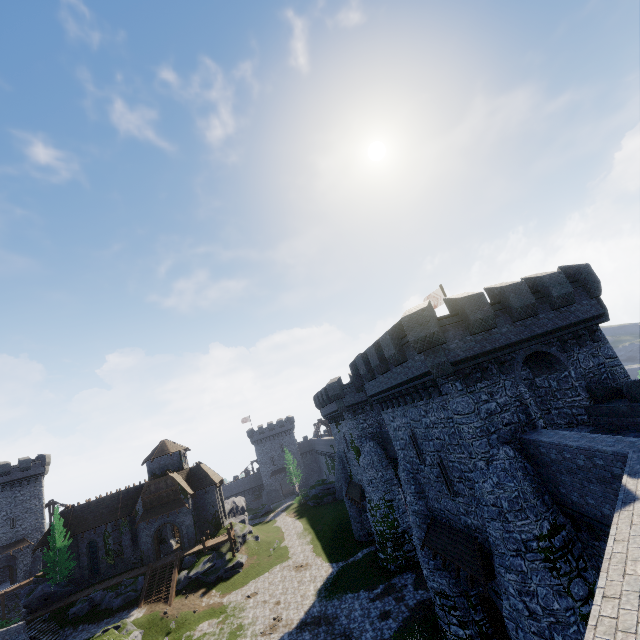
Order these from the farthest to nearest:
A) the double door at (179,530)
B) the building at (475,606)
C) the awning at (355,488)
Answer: the double door at (179,530)
the awning at (355,488)
the building at (475,606)

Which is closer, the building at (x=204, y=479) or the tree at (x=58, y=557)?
the tree at (x=58, y=557)

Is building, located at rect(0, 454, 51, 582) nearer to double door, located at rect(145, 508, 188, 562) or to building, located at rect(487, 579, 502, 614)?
double door, located at rect(145, 508, 188, 562)

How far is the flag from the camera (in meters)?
27.63

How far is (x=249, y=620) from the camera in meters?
26.9

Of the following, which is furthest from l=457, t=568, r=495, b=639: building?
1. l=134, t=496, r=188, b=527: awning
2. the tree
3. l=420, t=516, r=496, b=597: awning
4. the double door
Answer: the tree

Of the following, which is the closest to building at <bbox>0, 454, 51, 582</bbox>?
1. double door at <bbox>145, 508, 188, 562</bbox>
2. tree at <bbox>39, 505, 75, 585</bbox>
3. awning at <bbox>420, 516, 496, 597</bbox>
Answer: tree at <bbox>39, 505, 75, 585</bbox>

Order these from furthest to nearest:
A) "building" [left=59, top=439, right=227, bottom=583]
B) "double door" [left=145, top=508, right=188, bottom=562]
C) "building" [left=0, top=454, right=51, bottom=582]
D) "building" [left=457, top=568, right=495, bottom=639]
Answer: "building" [left=0, top=454, right=51, bottom=582] < "building" [left=59, top=439, right=227, bottom=583] < "double door" [left=145, top=508, right=188, bottom=562] < "building" [left=457, top=568, right=495, bottom=639]
